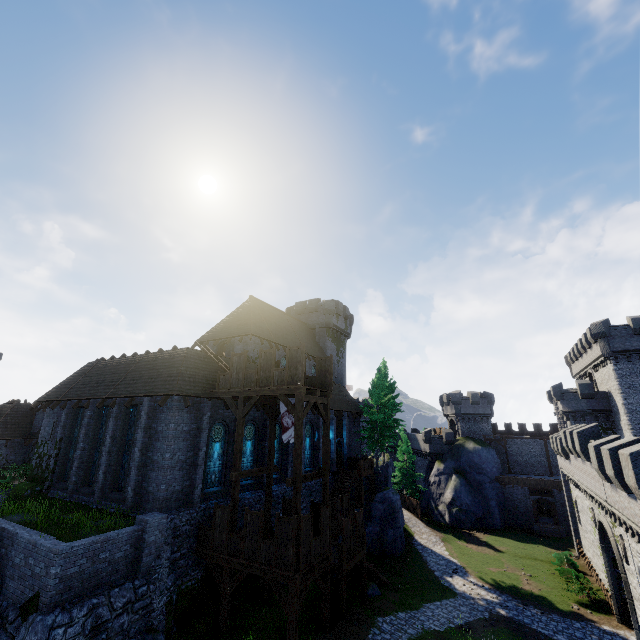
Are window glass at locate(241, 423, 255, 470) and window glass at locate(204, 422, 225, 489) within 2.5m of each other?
yes

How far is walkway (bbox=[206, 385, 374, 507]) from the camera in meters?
15.8 m

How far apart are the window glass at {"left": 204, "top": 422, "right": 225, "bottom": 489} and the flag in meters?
4.1 m

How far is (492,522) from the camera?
40.53m

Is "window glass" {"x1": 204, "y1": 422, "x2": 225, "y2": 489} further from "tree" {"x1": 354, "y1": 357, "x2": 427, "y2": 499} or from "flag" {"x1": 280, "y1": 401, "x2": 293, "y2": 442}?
"tree" {"x1": 354, "y1": 357, "x2": 427, "y2": 499}

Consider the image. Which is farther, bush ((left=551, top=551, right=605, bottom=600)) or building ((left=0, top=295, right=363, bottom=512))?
bush ((left=551, top=551, right=605, bottom=600))

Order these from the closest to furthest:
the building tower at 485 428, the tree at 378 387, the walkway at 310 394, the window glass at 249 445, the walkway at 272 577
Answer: the walkway at 272 577, the walkway at 310 394, the window glass at 249 445, the tree at 378 387, the building tower at 485 428

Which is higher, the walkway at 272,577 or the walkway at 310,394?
the walkway at 310,394
